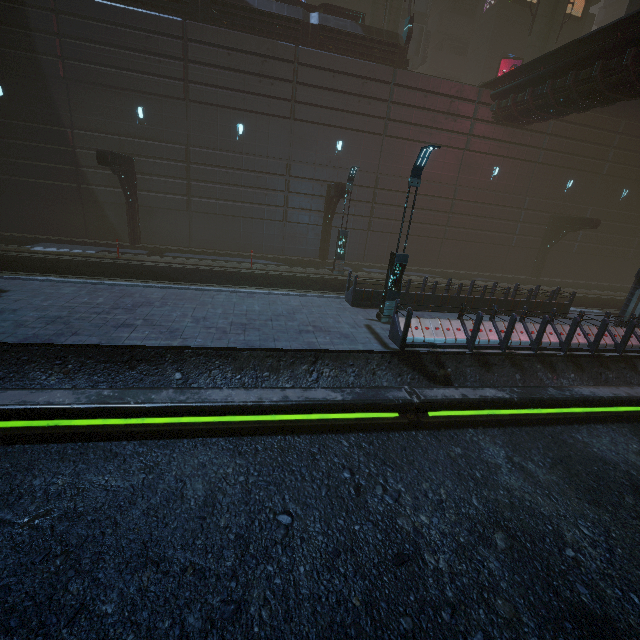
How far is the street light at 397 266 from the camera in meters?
9.7 m

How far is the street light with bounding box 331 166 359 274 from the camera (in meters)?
16.67

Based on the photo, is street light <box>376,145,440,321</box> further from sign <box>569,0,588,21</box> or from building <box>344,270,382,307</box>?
sign <box>569,0,588,21</box>

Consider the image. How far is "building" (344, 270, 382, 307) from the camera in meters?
12.8

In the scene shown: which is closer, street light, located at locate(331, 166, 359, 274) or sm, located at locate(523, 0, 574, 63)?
street light, located at locate(331, 166, 359, 274)

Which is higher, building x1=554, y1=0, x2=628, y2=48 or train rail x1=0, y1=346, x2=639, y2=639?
building x1=554, y1=0, x2=628, y2=48

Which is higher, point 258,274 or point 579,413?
point 258,274

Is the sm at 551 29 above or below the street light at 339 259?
above
